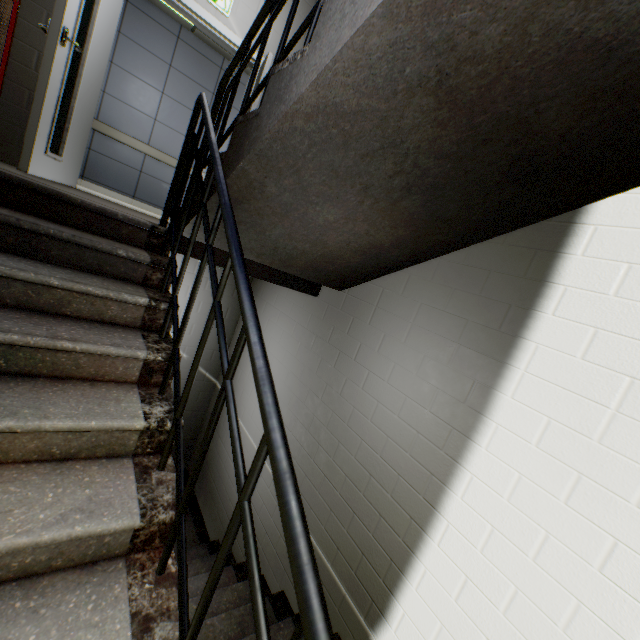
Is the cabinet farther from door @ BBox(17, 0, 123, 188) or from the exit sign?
the exit sign

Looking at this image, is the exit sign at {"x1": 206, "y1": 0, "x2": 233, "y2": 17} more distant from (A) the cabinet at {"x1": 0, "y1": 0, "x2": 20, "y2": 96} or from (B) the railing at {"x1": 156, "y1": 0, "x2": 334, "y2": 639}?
(B) the railing at {"x1": 156, "y1": 0, "x2": 334, "y2": 639}

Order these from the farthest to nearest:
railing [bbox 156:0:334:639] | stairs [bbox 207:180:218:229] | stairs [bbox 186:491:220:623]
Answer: stairs [bbox 186:491:220:623], stairs [bbox 207:180:218:229], railing [bbox 156:0:334:639]

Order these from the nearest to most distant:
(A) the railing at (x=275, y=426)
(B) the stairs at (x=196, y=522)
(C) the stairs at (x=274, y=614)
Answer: (A) the railing at (x=275, y=426) < (C) the stairs at (x=274, y=614) < (B) the stairs at (x=196, y=522)

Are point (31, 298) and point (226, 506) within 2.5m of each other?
no

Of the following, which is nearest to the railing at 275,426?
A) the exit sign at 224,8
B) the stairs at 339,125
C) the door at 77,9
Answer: the stairs at 339,125

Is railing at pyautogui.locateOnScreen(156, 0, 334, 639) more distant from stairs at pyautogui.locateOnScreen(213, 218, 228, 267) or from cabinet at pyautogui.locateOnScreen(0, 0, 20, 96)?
cabinet at pyautogui.locateOnScreen(0, 0, 20, 96)

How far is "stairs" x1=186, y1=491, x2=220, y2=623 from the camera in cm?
288
